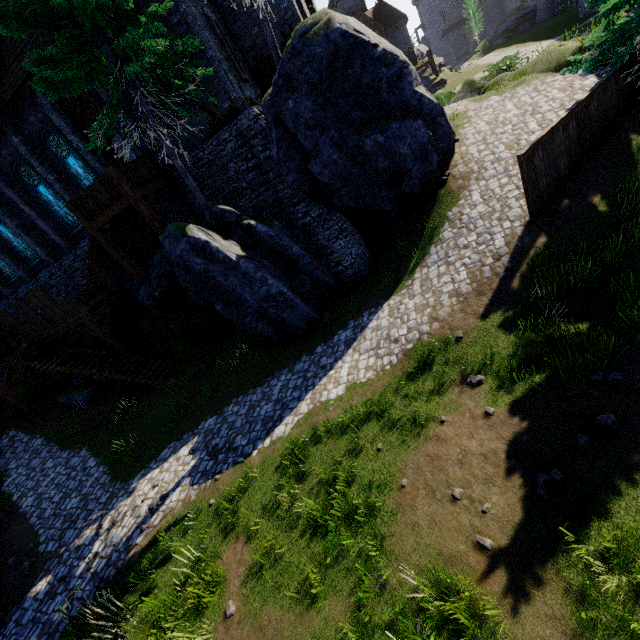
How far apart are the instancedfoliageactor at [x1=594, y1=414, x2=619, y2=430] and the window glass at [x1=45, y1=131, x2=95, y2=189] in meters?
21.0

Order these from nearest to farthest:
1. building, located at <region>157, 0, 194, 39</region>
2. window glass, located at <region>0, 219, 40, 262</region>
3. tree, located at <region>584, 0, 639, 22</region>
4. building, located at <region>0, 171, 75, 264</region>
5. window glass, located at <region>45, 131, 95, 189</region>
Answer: tree, located at <region>584, 0, 639, 22</region>, building, located at <region>157, 0, 194, 39</region>, window glass, located at <region>45, 131, 95, 189</region>, building, located at <region>0, 171, 75, 264</region>, window glass, located at <region>0, 219, 40, 262</region>

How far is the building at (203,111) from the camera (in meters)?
13.05

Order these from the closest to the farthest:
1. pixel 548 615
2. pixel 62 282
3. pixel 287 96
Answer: pixel 548 615, pixel 287 96, pixel 62 282

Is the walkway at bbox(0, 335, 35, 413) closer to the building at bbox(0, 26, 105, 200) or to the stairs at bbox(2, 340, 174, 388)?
the stairs at bbox(2, 340, 174, 388)

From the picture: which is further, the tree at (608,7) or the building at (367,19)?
the building at (367,19)

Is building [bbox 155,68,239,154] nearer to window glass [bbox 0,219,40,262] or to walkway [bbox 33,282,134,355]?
window glass [bbox 0,219,40,262]

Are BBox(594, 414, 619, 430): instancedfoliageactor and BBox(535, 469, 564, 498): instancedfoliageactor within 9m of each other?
yes
